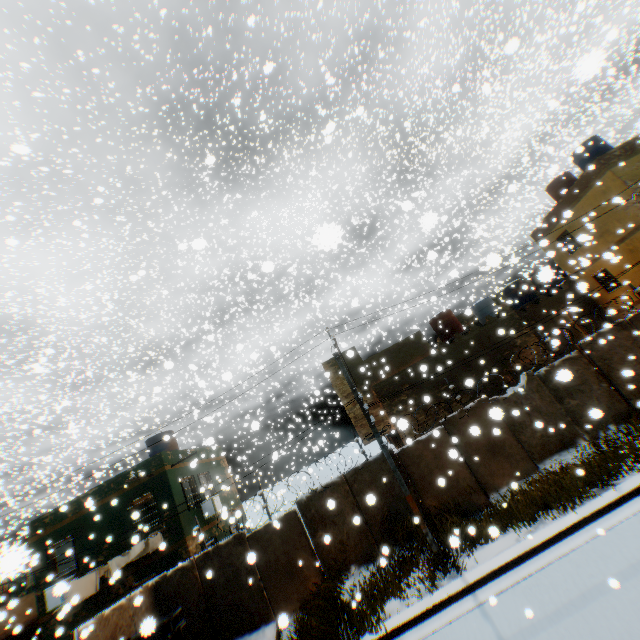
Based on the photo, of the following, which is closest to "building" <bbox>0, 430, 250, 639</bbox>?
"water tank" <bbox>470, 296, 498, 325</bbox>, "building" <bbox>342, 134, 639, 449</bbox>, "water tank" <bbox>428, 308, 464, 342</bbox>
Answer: "building" <bbox>342, 134, 639, 449</bbox>

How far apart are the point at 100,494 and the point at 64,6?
A: 21.9 meters

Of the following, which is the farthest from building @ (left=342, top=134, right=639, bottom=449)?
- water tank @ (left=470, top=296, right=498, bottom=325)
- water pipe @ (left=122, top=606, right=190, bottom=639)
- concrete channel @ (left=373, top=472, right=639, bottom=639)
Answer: water pipe @ (left=122, top=606, right=190, bottom=639)

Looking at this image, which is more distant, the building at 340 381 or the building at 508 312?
the building at 340 381

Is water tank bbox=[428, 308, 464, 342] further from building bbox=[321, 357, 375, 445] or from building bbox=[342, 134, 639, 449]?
building bbox=[321, 357, 375, 445]

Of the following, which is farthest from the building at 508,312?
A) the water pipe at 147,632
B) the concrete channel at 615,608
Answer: the water pipe at 147,632

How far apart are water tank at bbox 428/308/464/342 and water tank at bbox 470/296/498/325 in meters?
3.3 m

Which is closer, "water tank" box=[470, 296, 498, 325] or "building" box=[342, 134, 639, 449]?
"building" box=[342, 134, 639, 449]
